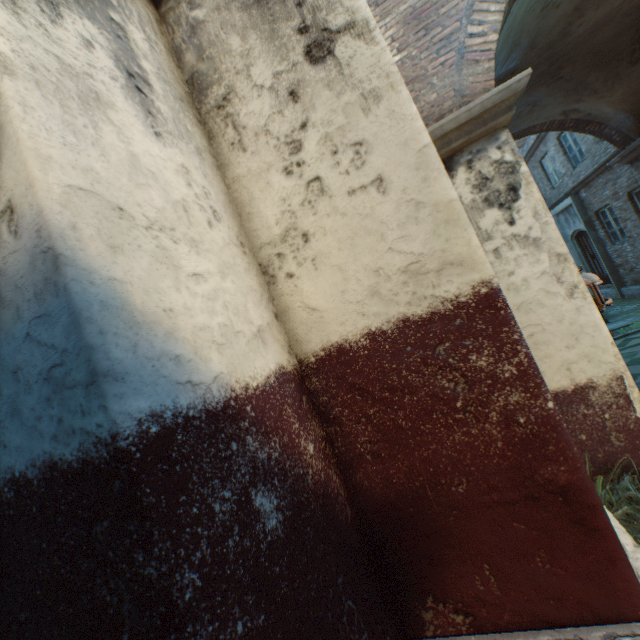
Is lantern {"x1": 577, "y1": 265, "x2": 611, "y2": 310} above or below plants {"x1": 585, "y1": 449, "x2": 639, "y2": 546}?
above

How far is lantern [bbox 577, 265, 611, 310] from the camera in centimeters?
315cm

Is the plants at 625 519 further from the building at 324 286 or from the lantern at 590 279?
the lantern at 590 279

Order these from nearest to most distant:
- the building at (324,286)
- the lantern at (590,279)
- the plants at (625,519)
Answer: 1. the building at (324,286)
2. the plants at (625,519)
3. the lantern at (590,279)

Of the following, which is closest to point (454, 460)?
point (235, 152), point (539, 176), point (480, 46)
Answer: point (235, 152)

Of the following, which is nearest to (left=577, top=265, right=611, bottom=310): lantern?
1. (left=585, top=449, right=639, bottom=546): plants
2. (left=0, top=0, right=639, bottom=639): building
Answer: (left=0, top=0, right=639, bottom=639): building

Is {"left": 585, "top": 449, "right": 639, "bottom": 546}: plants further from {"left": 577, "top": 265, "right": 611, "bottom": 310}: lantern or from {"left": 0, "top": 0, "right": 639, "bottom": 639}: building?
{"left": 577, "top": 265, "right": 611, "bottom": 310}: lantern
